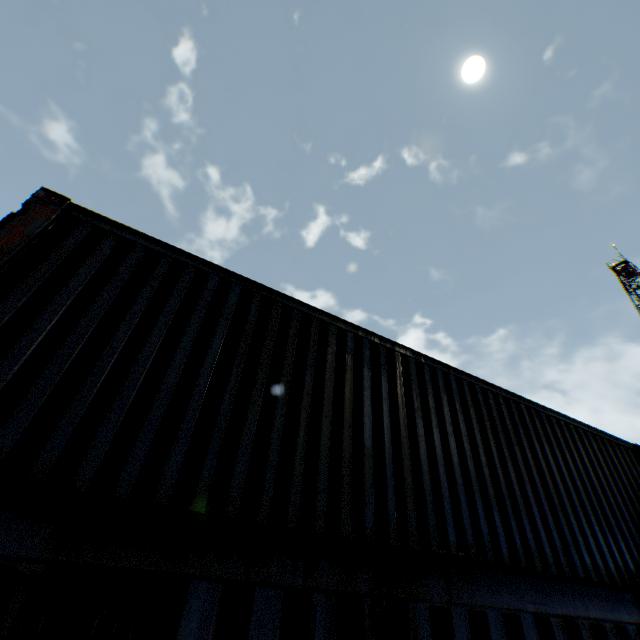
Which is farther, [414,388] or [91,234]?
[414,388]
